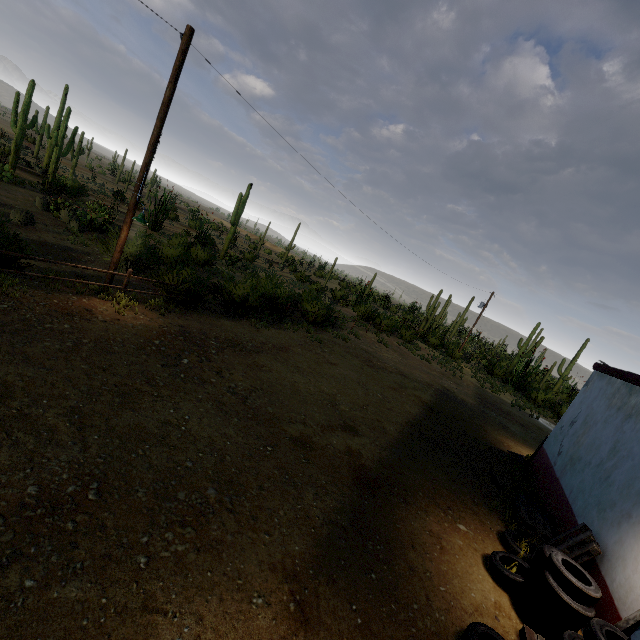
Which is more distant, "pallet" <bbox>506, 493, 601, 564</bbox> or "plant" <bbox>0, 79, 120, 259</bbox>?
"plant" <bbox>0, 79, 120, 259</bbox>

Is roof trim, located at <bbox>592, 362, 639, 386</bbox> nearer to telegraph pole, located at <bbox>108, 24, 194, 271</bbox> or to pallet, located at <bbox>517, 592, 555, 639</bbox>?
pallet, located at <bbox>517, 592, 555, 639</bbox>

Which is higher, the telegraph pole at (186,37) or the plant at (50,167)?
the telegraph pole at (186,37)

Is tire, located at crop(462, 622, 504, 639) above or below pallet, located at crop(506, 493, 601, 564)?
below

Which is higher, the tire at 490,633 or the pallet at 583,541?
the pallet at 583,541

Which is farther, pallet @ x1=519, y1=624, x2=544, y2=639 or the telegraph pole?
the telegraph pole

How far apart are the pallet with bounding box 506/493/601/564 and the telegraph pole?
12.1 meters

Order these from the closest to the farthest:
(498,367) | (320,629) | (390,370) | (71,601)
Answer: (71,601) < (320,629) < (390,370) < (498,367)
